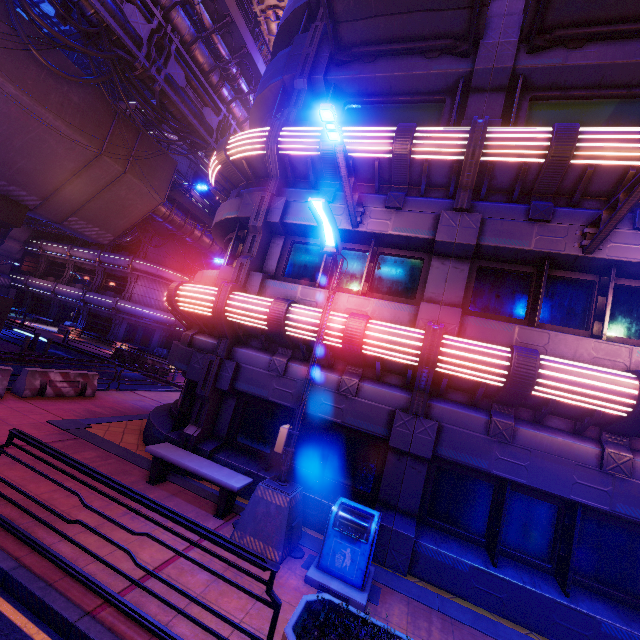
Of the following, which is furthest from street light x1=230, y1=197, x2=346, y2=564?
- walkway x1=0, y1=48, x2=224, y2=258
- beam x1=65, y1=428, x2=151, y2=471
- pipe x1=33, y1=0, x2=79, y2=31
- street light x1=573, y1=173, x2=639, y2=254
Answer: walkway x1=0, y1=48, x2=224, y2=258

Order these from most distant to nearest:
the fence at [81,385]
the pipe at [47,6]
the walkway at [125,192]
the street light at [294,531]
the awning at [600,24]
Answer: the walkway at [125,192]
the pipe at [47,6]
the fence at [81,385]
the awning at [600,24]
the street light at [294,531]

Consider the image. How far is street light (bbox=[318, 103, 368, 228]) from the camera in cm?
539

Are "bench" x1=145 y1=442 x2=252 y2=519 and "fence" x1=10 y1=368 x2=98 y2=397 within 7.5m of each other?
yes

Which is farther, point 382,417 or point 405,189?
point 405,189

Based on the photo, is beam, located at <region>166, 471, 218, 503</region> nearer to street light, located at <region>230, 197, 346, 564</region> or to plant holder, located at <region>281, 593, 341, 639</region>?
street light, located at <region>230, 197, 346, 564</region>

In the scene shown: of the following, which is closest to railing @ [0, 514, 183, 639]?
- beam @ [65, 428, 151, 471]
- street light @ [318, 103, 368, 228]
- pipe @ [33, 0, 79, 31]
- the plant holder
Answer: Result: the plant holder

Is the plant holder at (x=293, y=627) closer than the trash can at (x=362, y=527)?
Yes
